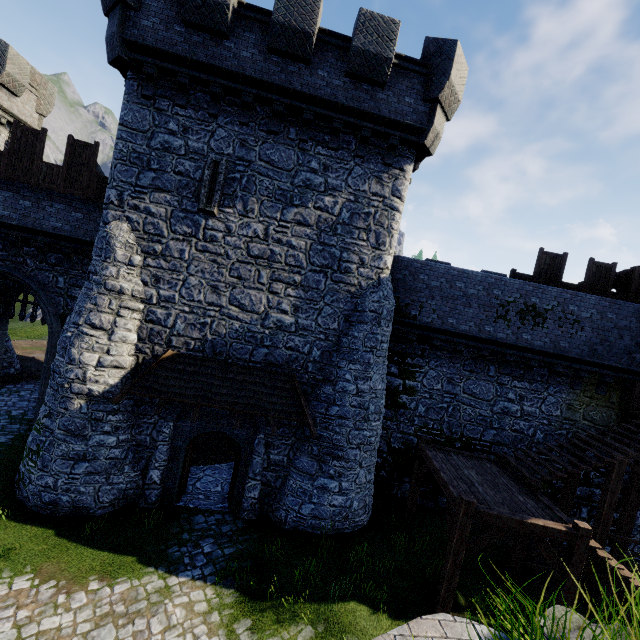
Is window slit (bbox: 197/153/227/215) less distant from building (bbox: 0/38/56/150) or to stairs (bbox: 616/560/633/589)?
building (bbox: 0/38/56/150)

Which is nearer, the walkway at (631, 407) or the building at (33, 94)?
the walkway at (631, 407)

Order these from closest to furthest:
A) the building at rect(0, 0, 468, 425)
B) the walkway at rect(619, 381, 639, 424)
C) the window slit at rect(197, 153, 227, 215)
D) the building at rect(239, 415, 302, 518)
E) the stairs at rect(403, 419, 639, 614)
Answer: the stairs at rect(403, 419, 639, 614) → the building at rect(0, 0, 468, 425) → the window slit at rect(197, 153, 227, 215) → the building at rect(239, 415, 302, 518) → the walkway at rect(619, 381, 639, 424)

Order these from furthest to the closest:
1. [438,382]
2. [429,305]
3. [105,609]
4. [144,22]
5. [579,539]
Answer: [438,382], [429,305], [144,22], [579,539], [105,609]

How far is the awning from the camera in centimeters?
998cm

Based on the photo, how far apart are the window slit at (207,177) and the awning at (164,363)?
4.56m

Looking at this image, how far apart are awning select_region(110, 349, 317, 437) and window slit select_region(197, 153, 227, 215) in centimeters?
456cm

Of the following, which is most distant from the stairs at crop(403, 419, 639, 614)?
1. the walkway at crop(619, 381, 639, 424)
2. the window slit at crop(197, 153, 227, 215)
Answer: the window slit at crop(197, 153, 227, 215)
